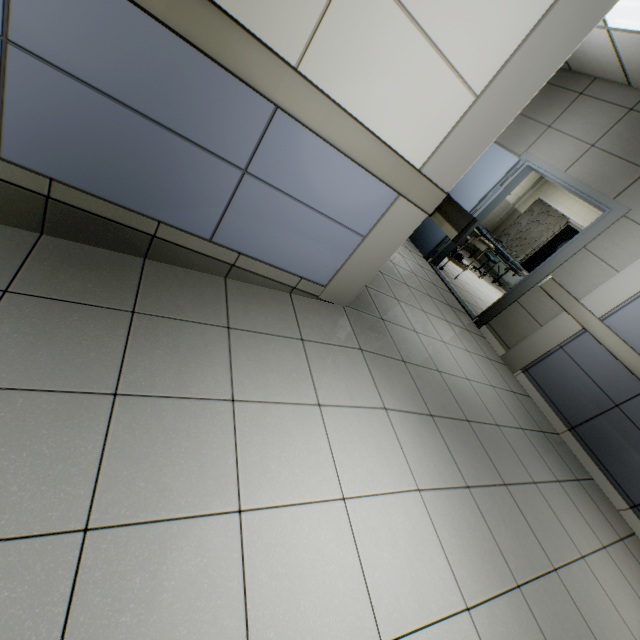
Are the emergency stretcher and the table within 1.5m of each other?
no

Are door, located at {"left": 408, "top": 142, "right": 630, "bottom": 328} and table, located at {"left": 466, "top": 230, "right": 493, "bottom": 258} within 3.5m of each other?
yes

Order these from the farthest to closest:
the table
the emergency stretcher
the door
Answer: the emergency stretcher, the table, the door

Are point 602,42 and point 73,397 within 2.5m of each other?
no

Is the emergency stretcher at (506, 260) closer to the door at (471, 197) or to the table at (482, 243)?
the table at (482, 243)

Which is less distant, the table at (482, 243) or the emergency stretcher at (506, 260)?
the table at (482, 243)

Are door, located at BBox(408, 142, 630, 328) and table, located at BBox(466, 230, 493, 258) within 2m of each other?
yes

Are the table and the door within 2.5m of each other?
yes
